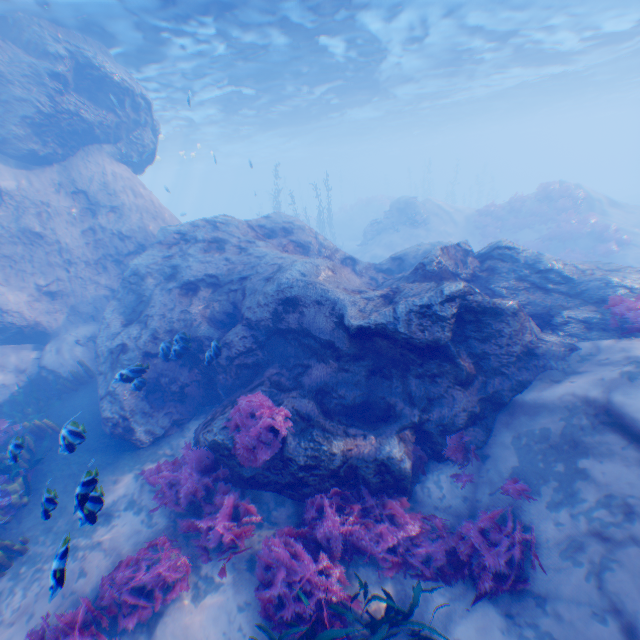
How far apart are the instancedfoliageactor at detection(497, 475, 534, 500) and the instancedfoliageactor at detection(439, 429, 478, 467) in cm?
49

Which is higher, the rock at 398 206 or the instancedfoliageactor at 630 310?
the rock at 398 206

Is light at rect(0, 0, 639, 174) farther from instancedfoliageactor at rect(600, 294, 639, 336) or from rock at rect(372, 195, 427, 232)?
instancedfoliageactor at rect(600, 294, 639, 336)

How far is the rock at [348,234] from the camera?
36.84m

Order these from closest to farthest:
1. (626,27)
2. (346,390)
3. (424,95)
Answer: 1. (346,390)
2. (626,27)
3. (424,95)

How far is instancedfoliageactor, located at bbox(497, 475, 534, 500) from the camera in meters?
5.4 m

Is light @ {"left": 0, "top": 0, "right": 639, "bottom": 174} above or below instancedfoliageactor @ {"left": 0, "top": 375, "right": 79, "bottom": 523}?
above

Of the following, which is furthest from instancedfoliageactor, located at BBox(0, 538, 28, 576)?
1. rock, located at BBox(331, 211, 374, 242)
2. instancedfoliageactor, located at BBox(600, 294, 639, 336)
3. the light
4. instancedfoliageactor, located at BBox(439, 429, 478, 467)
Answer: rock, located at BBox(331, 211, 374, 242)
